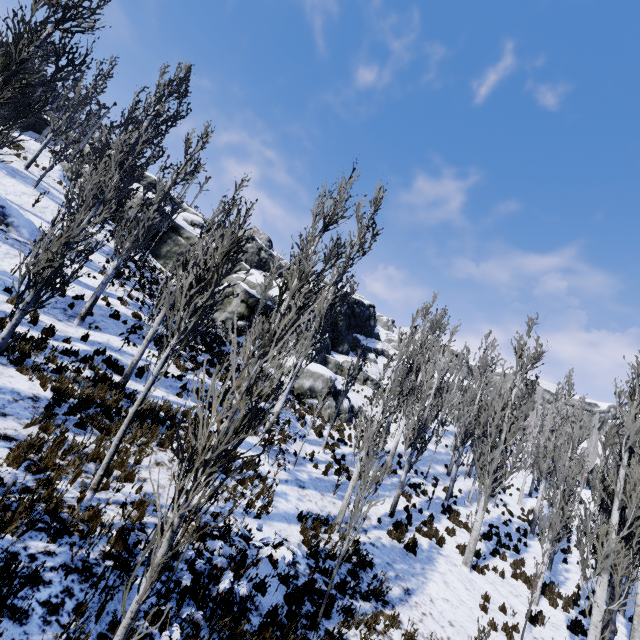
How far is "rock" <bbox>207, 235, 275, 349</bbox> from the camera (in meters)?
22.78

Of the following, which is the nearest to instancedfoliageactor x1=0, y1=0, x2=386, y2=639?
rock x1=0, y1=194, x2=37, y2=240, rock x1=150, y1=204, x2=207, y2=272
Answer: rock x1=150, y1=204, x2=207, y2=272

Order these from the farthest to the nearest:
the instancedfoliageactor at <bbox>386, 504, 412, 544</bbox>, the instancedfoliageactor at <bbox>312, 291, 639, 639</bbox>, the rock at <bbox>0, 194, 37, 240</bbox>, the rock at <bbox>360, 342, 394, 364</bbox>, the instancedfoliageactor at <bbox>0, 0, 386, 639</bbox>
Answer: the rock at <bbox>360, 342, 394, 364</bbox>, the rock at <bbox>0, 194, 37, 240</bbox>, the instancedfoliageactor at <bbox>386, 504, 412, 544</bbox>, the instancedfoliageactor at <bbox>312, 291, 639, 639</bbox>, the instancedfoliageactor at <bbox>0, 0, 386, 639</bbox>

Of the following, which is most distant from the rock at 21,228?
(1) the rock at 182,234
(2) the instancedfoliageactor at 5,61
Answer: (1) the rock at 182,234

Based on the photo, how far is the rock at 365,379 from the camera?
34.28m

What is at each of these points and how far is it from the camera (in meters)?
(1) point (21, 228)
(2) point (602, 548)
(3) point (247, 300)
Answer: (1) rock, 15.33
(2) instancedfoliageactor, 8.92
(3) rock, 22.78

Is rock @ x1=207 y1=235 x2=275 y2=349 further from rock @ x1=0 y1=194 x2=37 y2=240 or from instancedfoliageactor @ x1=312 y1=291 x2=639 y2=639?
rock @ x1=0 y1=194 x2=37 y2=240
